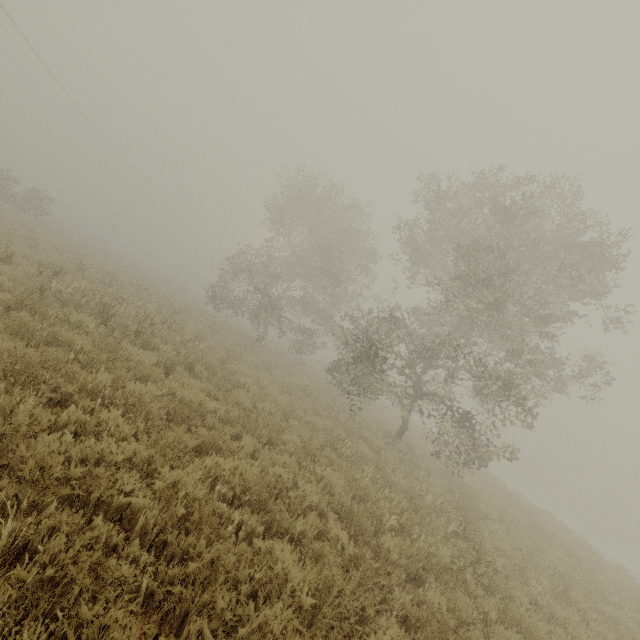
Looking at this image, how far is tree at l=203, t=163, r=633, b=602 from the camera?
10.16m

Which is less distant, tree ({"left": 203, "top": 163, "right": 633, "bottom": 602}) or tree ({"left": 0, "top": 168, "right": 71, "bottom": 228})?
tree ({"left": 203, "top": 163, "right": 633, "bottom": 602})

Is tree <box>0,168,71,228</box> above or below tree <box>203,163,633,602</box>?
below

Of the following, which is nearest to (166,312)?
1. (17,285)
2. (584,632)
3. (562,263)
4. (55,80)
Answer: (17,285)

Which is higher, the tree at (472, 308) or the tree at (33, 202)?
the tree at (472, 308)

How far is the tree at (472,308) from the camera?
10.2m
